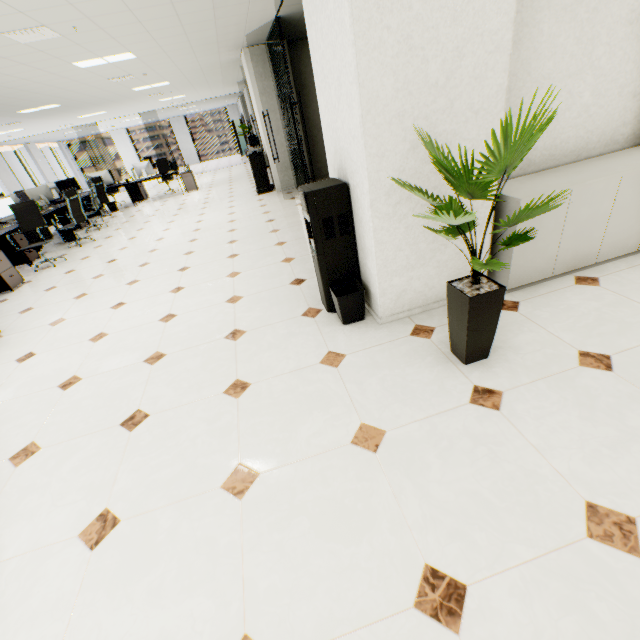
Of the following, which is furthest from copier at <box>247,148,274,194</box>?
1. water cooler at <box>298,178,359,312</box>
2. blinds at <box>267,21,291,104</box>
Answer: water cooler at <box>298,178,359,312</box>

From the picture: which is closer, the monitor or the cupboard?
the cupboard

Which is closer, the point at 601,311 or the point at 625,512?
the point at 625,512

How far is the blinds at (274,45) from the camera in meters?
5.7 m

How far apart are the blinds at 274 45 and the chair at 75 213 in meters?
5.2 m

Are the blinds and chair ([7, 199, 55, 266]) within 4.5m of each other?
no

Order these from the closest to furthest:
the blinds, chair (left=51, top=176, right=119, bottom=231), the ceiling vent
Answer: the ceiling vent
the blinds
chair (left=51, top=176, right=119, bottom=231)

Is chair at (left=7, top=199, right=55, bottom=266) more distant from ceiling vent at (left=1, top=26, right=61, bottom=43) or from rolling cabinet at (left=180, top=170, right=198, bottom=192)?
rolling cabinet at (left=180, top=170, right=198, bottom=192)
